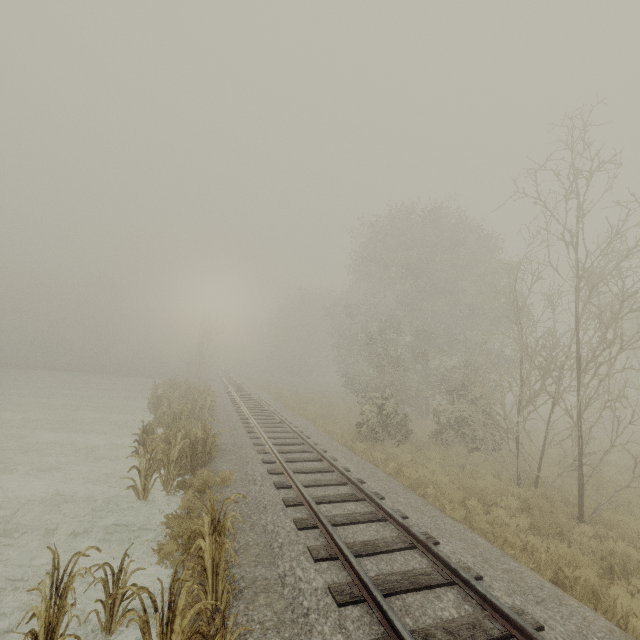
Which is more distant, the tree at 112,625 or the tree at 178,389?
the tree at 178,389

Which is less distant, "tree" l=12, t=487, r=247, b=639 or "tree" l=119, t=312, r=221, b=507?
"tree" l=12, t=487, r=247, b=639

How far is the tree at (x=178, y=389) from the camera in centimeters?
862cm

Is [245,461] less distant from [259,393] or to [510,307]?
[510,307]

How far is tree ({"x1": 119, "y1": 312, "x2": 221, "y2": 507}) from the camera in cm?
862
